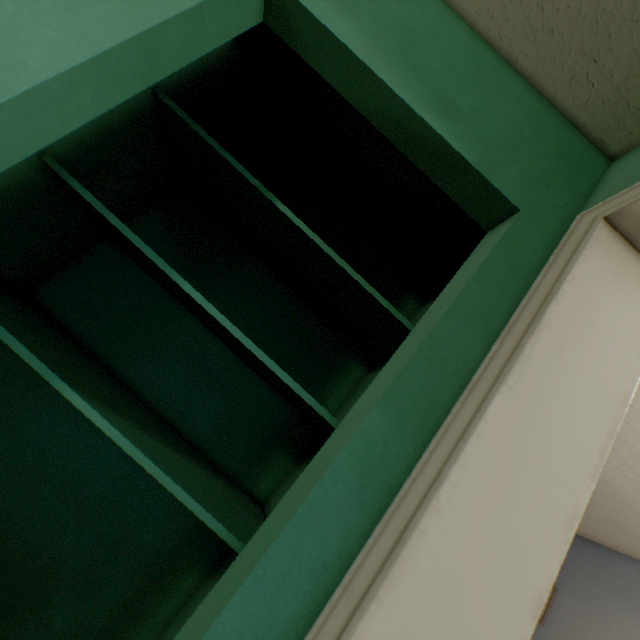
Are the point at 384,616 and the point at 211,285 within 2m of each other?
yes
